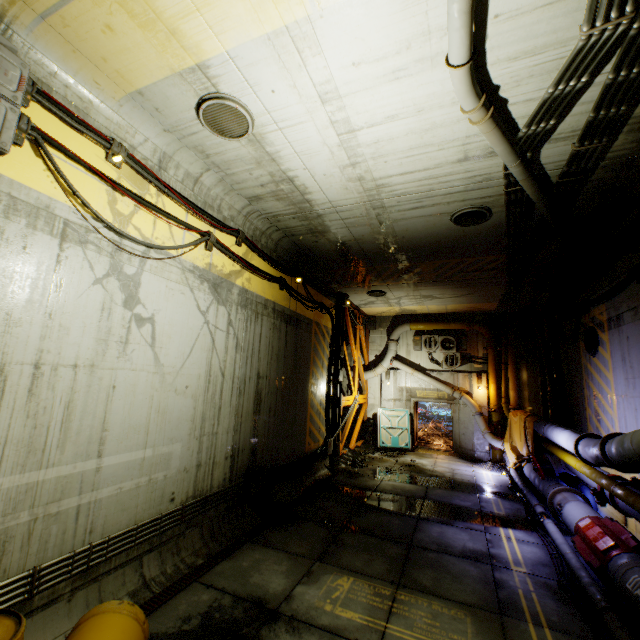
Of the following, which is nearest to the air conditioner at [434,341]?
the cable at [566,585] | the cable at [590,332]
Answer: the cable at [590,332]

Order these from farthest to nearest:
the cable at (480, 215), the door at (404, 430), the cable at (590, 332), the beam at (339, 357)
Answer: the door at (404, 430) → the beam at (339, 357) → the cable at (590, 332) → the cable at (480, 215)

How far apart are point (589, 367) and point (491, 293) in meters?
4.7 m

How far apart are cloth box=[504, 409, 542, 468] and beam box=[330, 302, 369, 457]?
6.42m

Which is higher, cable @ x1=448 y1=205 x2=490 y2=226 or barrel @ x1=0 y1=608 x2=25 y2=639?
cable @ x1=448 y1=205 x2=490 y2=226

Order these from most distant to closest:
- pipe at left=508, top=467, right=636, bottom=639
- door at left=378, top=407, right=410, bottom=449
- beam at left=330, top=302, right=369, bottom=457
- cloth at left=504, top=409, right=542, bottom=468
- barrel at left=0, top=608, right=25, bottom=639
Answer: door at left=378, top=407, right=410, bottom=449 → beam at left=330, top=302, right=369, bottom=457 → cloth at left=504, top=409, right=542, bottom=468 → pipe at left=508, top=467, right=636, bottom=639 → barrel at left=0, top=608, right=25, bottom=639

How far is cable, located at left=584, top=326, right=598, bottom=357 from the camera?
8.6m

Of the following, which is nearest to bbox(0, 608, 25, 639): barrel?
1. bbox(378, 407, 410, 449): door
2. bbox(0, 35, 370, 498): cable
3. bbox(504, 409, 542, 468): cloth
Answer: bbox(0, 35, 370, 498): cable
